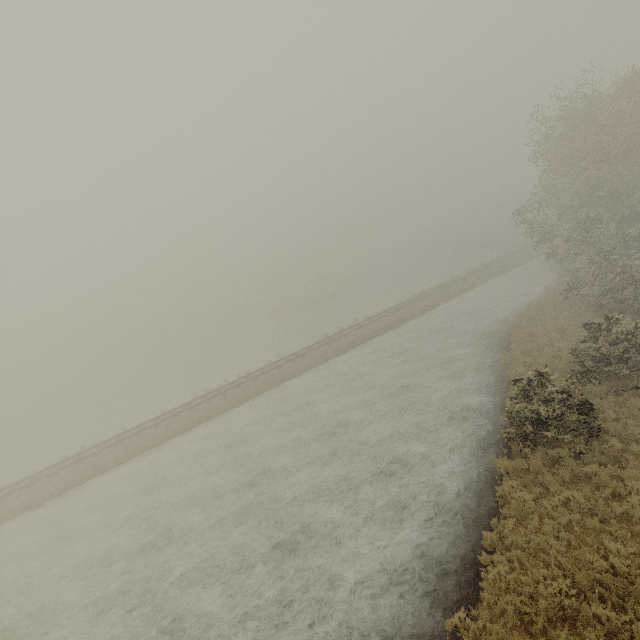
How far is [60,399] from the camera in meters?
55.3
